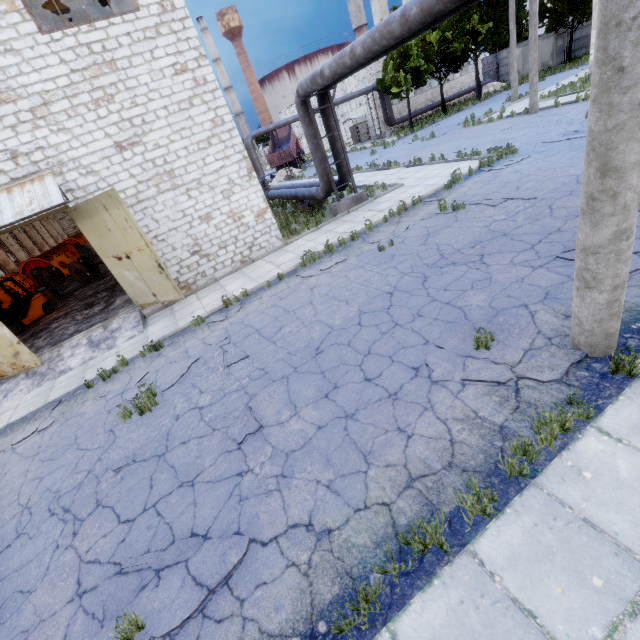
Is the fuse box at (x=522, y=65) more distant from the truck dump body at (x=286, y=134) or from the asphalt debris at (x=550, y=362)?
the asphalt debris at (x=550, y=362)

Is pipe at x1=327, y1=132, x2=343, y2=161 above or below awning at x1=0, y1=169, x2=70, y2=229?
below

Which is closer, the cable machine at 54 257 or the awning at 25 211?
the awning at 25 211

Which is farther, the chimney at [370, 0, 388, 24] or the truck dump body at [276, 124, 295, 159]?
the chimney at [370, 0, 388, 24]

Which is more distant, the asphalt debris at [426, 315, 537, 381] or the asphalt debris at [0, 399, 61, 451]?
the asphalt debris at [0, 399, 61, 451]

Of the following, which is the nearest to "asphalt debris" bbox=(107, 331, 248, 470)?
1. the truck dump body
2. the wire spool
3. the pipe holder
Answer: the pipe holder

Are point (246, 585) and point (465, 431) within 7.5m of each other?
yes

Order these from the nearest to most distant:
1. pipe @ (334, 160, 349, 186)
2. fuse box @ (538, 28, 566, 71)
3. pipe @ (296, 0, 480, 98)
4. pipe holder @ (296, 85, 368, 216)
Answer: pipe @ (296, 0, 480, 98) < pipe holder @ (296, 85, 368, 216) < pipe @ (334, 160, 349, 186) < fuse box @ (538, 28, 566, 71)
